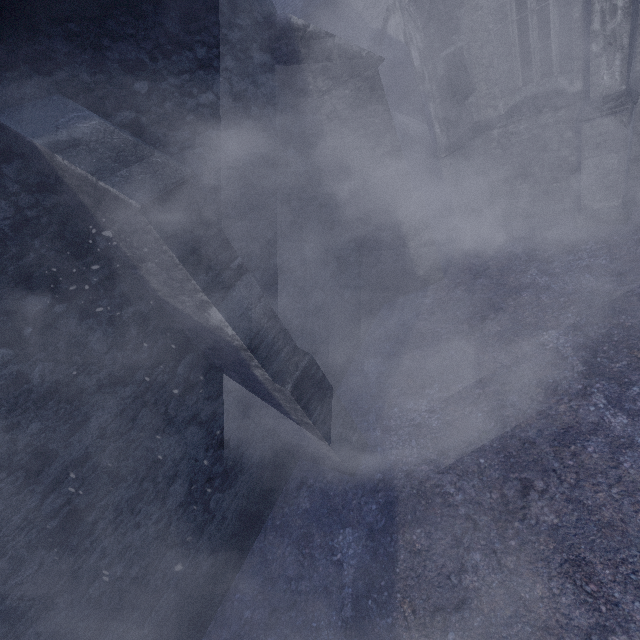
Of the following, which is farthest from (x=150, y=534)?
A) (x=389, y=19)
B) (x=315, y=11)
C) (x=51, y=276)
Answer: (x=315, y=11)
